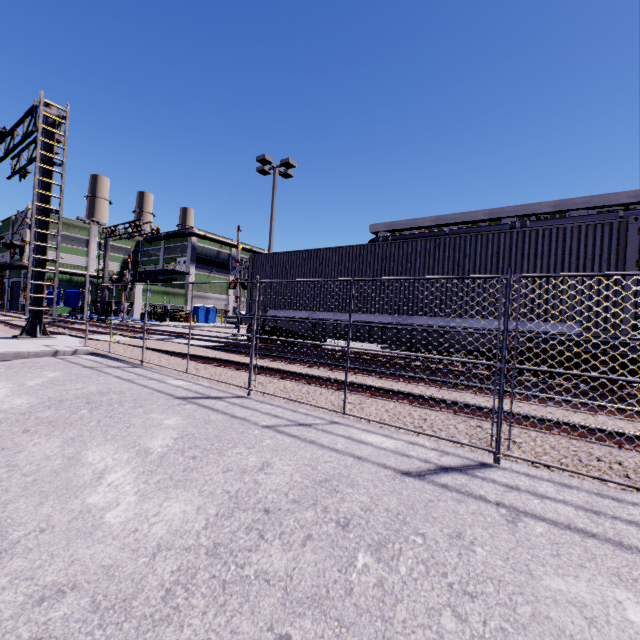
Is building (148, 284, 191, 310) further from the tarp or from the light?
the light

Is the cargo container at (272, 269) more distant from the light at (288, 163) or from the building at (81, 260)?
the light at (288, 163)

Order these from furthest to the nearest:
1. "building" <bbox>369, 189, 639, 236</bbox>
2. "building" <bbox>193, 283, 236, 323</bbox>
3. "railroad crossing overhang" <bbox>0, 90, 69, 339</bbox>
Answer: "building" <bbox>193, 283, 236, 323</bbox> → "building" <bbox>369, 189, 639, 236</bbox> → "railroad crossing overhang" <bbox>0, 90, 69, 339</bbox>

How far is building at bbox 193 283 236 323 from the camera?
52.25m

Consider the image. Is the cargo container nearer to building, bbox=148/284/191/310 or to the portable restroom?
building, bbox=148/284/191/310

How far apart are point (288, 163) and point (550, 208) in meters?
18.1

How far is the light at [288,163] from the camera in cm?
1697

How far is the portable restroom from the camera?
50.50m
